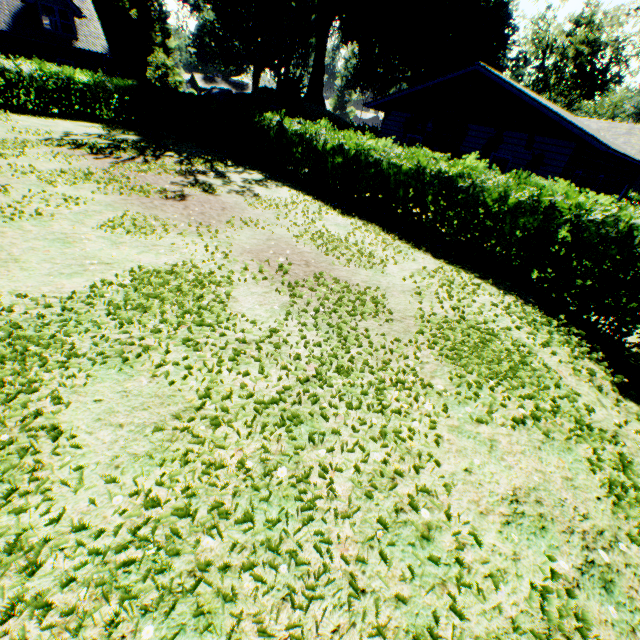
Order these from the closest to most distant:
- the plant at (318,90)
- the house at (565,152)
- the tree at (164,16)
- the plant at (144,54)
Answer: the house at (565,152) < the plant at (144,54) < the plant at (318,90) < the tree at (164,16)

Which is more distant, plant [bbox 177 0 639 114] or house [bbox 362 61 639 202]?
plant [bbox 177 0 639 114]

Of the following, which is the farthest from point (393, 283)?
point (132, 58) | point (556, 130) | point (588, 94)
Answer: point (588, 94)

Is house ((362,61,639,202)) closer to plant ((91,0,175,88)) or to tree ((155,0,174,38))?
plant ((91,0,175,88))

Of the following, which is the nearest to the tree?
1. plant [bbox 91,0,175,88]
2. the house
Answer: plant [bbox 91,0,175,88]

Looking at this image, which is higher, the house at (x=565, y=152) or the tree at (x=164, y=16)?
the tree at (x=164, y=16)

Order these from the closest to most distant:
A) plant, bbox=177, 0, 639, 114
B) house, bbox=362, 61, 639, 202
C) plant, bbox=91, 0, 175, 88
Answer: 1. house, bbox=362, 61, 639, 202
2. plant, bbox=91, 0, 175, 88
3. plant, bbox=177, 0, 639, 114
